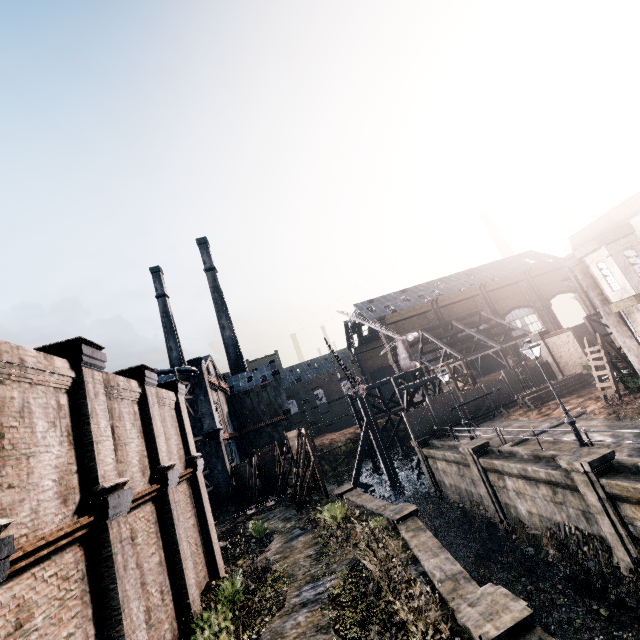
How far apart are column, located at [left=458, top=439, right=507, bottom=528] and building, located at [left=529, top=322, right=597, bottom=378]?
17.92m

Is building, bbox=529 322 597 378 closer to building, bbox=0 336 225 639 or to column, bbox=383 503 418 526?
column, bbox=383 503 418 526

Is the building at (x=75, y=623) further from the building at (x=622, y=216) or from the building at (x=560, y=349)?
the building at (x=560, y=349)

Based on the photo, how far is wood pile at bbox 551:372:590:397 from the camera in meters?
27.9

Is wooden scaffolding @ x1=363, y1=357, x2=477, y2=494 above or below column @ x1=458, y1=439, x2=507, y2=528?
above

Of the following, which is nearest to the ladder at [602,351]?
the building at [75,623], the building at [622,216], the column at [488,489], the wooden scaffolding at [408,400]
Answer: the building at [622,216]

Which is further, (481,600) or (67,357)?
(67,357)

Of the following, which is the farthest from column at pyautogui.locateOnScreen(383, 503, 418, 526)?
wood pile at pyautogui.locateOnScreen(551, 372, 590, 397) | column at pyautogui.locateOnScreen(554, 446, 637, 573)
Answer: wood pile at pyautogui.locateOnScreen(551, 372, 590, 397)
